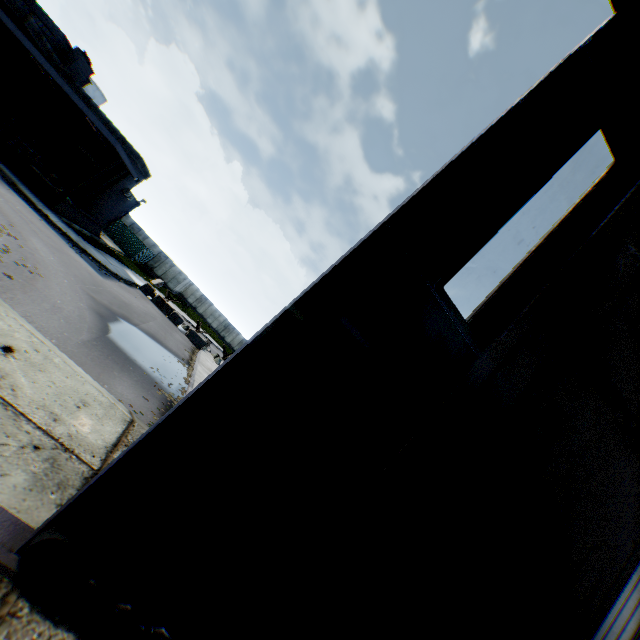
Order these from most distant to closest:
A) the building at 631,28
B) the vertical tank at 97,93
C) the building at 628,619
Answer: the vertical tank at 97,93 < the building at 628,619 < the building at 631,28

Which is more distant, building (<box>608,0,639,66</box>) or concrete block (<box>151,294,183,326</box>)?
concrete block (<box>151,294,183,326</box>)

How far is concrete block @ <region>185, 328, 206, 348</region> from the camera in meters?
28.0

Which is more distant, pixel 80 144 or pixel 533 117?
pixel 80 144

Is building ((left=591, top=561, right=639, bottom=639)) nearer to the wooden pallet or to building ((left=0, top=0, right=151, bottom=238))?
building ((left=0, top=0, right=151, bottom=238))

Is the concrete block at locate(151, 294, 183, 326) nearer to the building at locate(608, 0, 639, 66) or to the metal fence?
the metal fence

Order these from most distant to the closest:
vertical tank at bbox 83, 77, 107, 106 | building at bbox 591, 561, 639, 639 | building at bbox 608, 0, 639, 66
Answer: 1. vertical tank at bbox 83, 77, 107, 106
2. building at bbox 591, 561, 639, 639
3. building at bbox 608, 0, 639, 66

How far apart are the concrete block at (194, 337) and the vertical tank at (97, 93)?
41.62m
